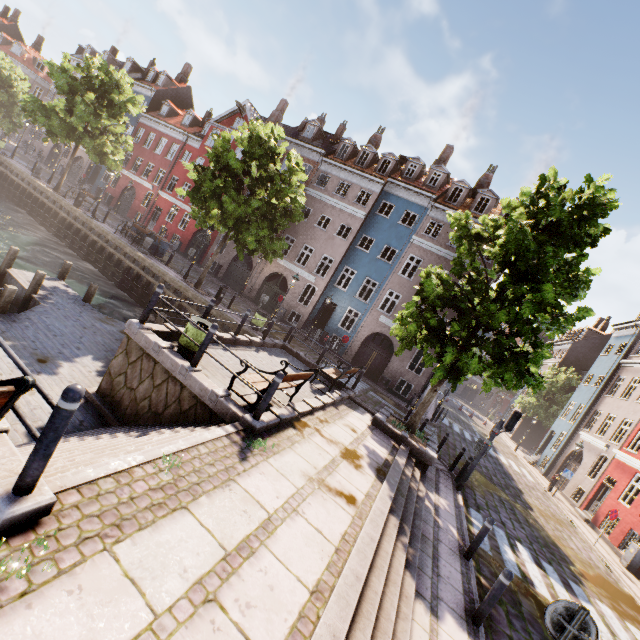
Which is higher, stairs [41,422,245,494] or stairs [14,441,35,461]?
stairs [41,422,245,494]

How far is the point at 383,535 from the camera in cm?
577

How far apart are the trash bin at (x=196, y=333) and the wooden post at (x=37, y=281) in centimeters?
704cm

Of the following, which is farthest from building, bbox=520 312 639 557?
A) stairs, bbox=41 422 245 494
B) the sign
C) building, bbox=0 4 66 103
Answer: stairs, bbox=41 422 245 494

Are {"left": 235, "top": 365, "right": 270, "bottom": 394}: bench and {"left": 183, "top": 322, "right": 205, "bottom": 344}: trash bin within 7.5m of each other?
yes

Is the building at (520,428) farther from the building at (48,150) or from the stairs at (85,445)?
the stairs at (85,445)

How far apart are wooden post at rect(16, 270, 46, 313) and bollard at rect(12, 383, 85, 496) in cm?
1139

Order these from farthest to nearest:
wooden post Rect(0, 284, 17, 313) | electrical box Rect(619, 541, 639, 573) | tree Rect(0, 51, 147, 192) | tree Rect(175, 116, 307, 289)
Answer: tree Rect(0, 51, 147, 192) < tree Rect(175, 116, 307, 289) < electrical box Rect(619, 541, 639, 573) < wooden post Rect(0, 284, 17, 313)
